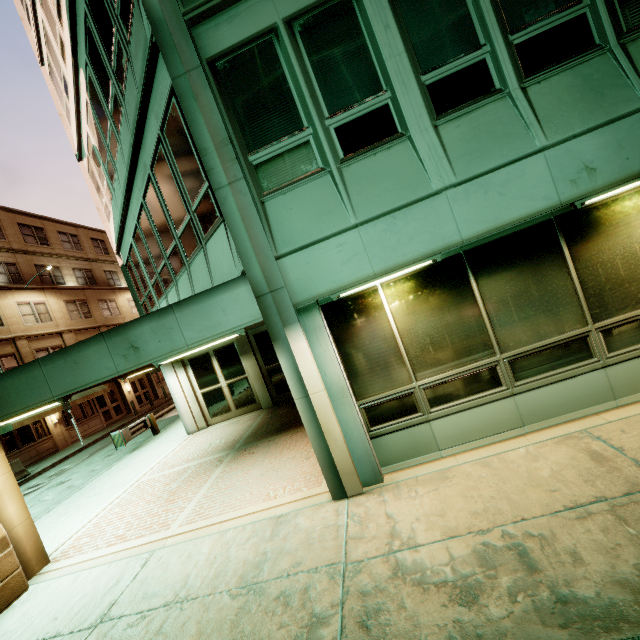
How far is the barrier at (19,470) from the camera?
16.39m

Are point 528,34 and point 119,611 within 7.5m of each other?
no

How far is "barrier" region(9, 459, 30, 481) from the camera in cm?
1639

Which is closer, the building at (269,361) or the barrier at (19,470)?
the building at (269,361)

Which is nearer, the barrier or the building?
the building
